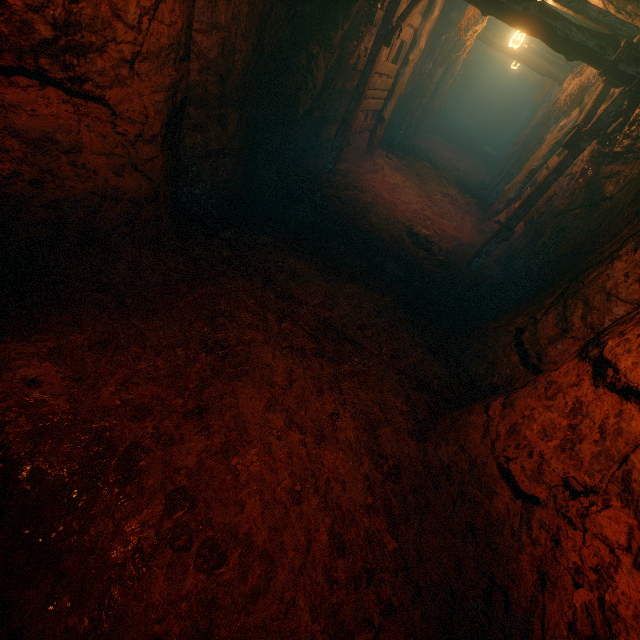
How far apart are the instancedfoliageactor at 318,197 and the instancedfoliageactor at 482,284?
3.66m

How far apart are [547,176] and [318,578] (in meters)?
7.33

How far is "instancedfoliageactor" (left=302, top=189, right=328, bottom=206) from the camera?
6.6m

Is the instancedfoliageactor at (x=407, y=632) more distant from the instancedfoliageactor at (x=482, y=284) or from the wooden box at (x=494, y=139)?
the wooden box at (x=494, y=139)

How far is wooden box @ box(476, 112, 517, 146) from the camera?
22.4 meters

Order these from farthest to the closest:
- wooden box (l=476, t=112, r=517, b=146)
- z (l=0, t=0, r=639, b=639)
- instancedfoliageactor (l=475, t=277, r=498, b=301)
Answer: wooden box (l=476, t=112, r=517, b=146) → instancedfoliageactor (l=475, t=277, r=498, b=301) → z (l=0, t=0, r=639, b=639)

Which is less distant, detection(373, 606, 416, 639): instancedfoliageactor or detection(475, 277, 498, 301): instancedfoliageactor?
detection(373, 606, 416, 639): instancedfoliageactor

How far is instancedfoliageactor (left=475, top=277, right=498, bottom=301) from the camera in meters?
6.5
